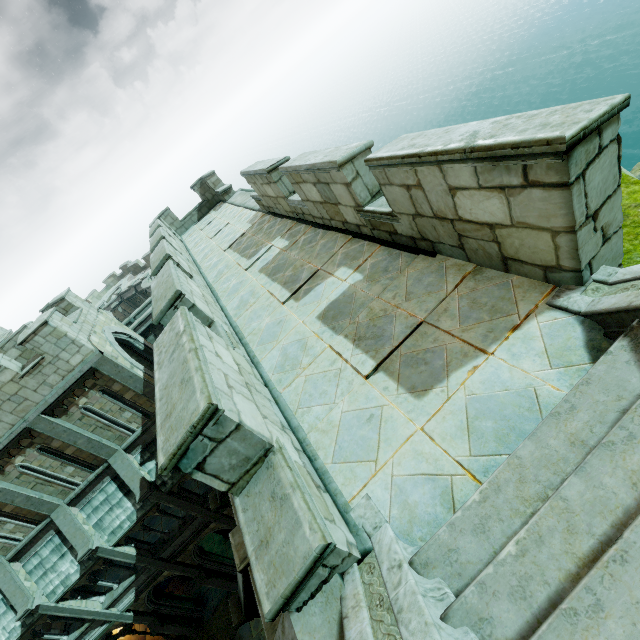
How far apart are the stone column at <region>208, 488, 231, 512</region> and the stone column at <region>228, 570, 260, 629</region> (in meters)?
2.77

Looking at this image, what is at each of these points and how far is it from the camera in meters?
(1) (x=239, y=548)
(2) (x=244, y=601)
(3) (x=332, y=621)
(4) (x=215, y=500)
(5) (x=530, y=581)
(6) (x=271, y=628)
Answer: (1) stair, 7.5
(2) stone column, 7.8
(3) stone column, 2.1
(4) stone column, 11.2
(5) stair, 1.6
(6) wall trim, 6.2

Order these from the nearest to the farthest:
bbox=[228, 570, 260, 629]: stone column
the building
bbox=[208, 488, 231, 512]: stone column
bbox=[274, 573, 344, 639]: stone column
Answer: bbox=[274, 573, 344, 639]: stone column
bbox=[228, 570, 260, 629]: stone column
bbox=[208, 488, 231, 512]: stone column
the building

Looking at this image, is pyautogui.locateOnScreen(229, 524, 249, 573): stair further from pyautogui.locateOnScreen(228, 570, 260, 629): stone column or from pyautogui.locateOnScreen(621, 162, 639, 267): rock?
pyautogui.locateOnScreen(621, 162, 639, 267): rock

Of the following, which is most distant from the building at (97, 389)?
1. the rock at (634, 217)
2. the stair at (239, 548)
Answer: the stair at (239, 548)

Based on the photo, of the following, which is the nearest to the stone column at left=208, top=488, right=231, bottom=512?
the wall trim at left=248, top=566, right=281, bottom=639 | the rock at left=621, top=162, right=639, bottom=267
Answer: the wall trim at left=248, top=566, right=281, bottom=639

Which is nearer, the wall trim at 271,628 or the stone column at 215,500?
the wall trim at 271,628

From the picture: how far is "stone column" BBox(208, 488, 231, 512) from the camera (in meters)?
10.94
